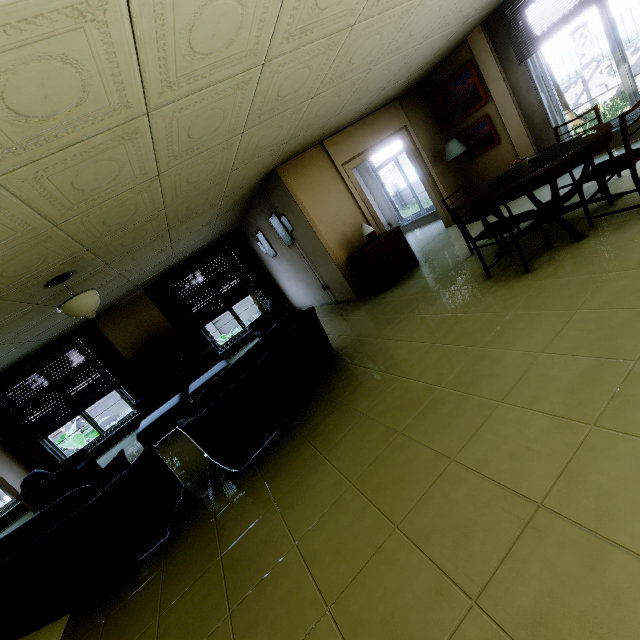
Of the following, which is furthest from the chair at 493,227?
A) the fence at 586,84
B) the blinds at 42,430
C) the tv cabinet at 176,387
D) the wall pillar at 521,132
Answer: the fence at 586,84

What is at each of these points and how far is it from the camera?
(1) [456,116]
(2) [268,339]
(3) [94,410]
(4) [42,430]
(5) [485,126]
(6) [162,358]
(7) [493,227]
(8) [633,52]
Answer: (1) picture frame, 6.5 meters
(2) couch, 3.6 meters
(3) fence, 13.1 meters
(4) blinds, 7.4 meters
(5) picture frame, 6.2 meters
(6) tv, 8.0 meters
(7) chair, 3.5 meters
(8) fence, 9.0 meters

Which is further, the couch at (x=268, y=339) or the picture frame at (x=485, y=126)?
the picture frame at (x=485, y=126)

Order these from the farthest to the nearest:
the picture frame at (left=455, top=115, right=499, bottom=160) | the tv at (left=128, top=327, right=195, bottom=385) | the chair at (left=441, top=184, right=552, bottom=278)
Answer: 1. the tv at (left=128, top=327, right=195, bottom=385)
2. the picture frame at (left=455, top=115, right=499, bottom=160)
3. the chair at (left=441, top=184, right=552, bottom=278)

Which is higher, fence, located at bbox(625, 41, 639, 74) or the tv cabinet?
fence, located at bbox(625, 41, 639, 74)

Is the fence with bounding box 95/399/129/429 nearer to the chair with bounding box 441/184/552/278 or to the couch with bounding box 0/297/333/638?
the couch with bounding box 0/297/333/638

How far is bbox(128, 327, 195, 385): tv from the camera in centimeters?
782cm

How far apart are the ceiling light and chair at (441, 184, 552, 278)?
4.42m
